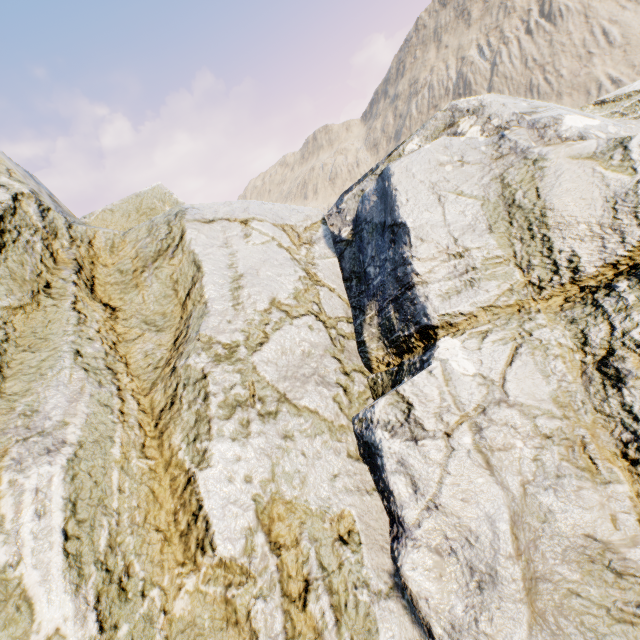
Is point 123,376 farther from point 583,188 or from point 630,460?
point 583,188
